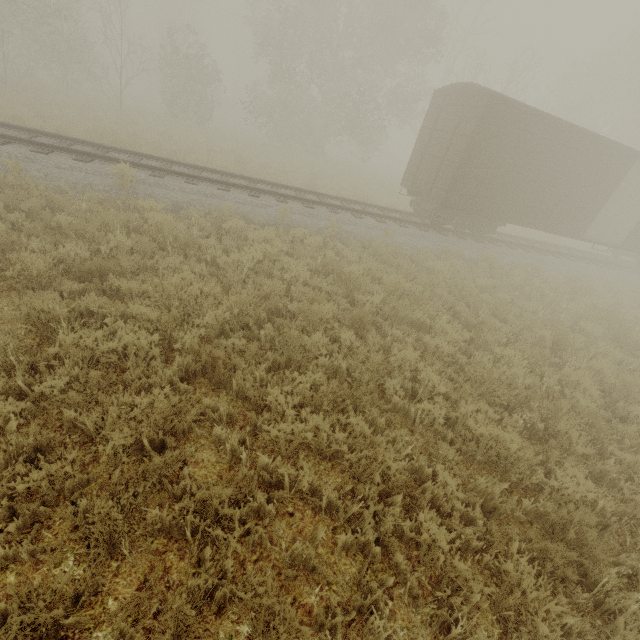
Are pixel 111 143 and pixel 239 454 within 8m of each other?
no
